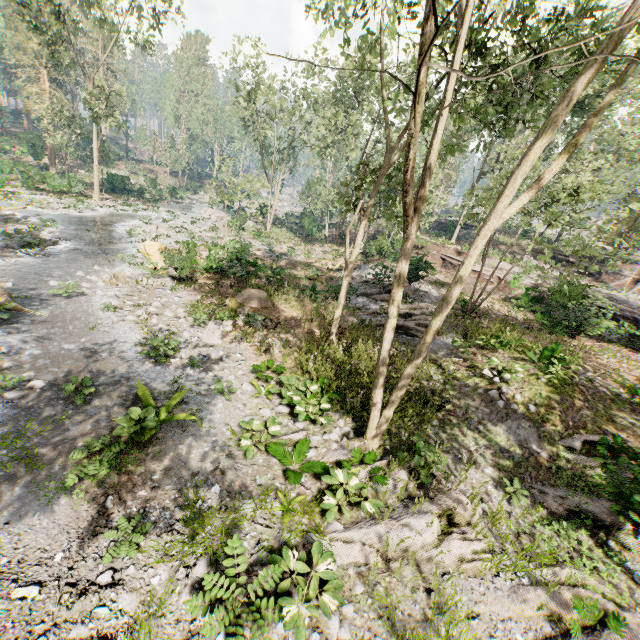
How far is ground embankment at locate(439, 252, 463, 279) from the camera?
27.28m

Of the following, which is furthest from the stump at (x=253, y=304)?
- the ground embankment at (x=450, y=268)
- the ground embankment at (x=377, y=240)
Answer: the ground embankment at (x=377, y=240)

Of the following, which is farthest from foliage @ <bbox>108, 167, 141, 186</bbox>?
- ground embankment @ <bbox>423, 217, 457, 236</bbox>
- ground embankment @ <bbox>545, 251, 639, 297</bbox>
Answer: ground embankment @ <bbox>423, 217, 457, 236</bbox>

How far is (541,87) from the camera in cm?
956

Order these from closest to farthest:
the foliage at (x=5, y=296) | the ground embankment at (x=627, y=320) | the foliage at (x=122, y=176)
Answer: the foliage at (x=5, y=296)
the ground embankment at (x=627, y=320)
the foliage at (x=122, y=176)

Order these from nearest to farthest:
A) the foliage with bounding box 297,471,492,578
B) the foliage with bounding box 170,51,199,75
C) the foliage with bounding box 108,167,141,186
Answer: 1. the foliage with bounding box 297,471,492,578
2. the foliage with bounding box 108,167,141,186
3. the foliage with bounding box 170,51,199,75

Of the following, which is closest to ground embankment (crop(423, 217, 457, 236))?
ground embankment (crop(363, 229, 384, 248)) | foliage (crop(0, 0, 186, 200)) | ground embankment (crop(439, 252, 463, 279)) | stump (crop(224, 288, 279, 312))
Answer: foliage (crop(0, 0, 186, 200))

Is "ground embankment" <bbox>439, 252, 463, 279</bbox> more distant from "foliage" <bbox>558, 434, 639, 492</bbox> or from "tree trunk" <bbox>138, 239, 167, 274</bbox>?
"tree trunk" <bbox>138, 239, 167, 274</bbox>
